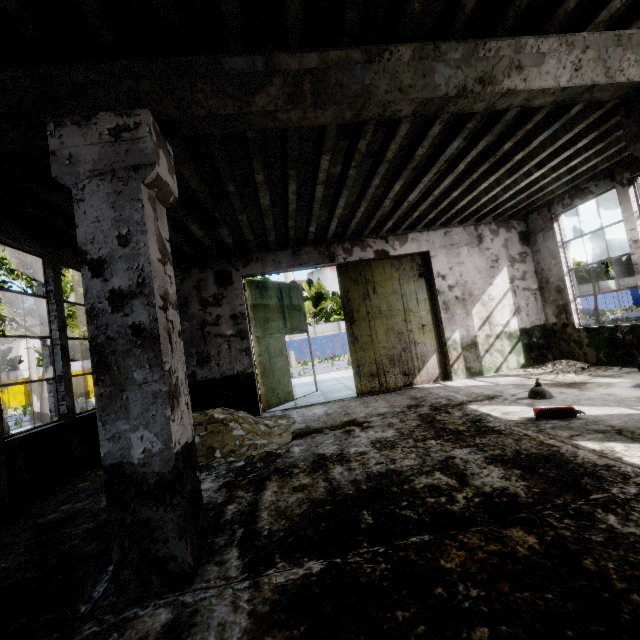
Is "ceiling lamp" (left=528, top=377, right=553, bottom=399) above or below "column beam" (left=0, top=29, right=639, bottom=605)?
below

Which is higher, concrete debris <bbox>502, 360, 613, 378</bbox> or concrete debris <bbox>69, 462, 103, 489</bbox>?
concrete debris <bbox>502, 360, 613, 378</bbox>

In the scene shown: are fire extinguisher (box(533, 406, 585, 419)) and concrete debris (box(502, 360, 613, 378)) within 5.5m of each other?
yes

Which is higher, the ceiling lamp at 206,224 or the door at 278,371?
the ceiling lamp at 206,224

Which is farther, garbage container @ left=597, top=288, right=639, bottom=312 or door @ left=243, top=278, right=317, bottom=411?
garbage container @ left=597, top=288, right=639, bottom=312

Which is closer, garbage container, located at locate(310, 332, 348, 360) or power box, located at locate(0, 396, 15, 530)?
power box, located at locate(0, 396, 15, 530)

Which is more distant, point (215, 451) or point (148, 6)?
point (215, 451)

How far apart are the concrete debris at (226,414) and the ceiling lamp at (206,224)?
3.6m
